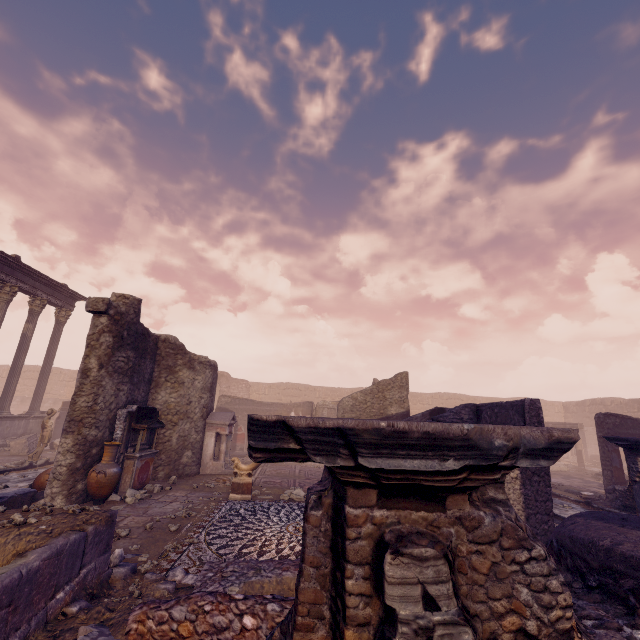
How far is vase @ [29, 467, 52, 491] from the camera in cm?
824

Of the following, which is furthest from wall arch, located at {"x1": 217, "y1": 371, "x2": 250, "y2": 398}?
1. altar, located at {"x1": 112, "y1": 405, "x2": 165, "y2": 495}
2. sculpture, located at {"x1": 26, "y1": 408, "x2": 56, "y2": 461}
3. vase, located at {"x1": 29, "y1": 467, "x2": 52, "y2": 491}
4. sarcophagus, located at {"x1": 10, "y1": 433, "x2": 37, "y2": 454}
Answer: vase, located at {"x1": 29, "y1": 467, "x2": 52, "y2": 491}

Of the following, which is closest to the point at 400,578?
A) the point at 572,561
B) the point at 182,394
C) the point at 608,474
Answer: the point at 572,561

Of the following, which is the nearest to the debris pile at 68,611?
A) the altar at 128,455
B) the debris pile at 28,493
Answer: the debris pile at 28,493

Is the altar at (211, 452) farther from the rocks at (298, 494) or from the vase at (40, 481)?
the vase at (40, 481)

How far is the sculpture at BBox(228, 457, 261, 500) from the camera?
8.48m

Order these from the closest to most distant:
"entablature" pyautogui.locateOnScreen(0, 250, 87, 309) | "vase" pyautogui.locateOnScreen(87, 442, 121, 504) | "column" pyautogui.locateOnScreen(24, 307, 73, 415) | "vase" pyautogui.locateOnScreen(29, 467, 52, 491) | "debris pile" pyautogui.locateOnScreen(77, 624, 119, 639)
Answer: "debris pile" pyautogui.locateOnScreen(77, 624, 119, 639) → "vase" pyautogui.locateOnScreen(87, 442, 121, 504) → "vase" pyautogui.locateOnScreen(29, 467, 52, 491) → "entablature" pyautogui.locateOnScreen(0, 250, 87, 309) → "column" pyautogui.locateOnScreen(24, 307, 73, 415)

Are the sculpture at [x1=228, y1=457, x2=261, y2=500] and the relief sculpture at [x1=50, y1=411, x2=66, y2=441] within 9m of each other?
no
